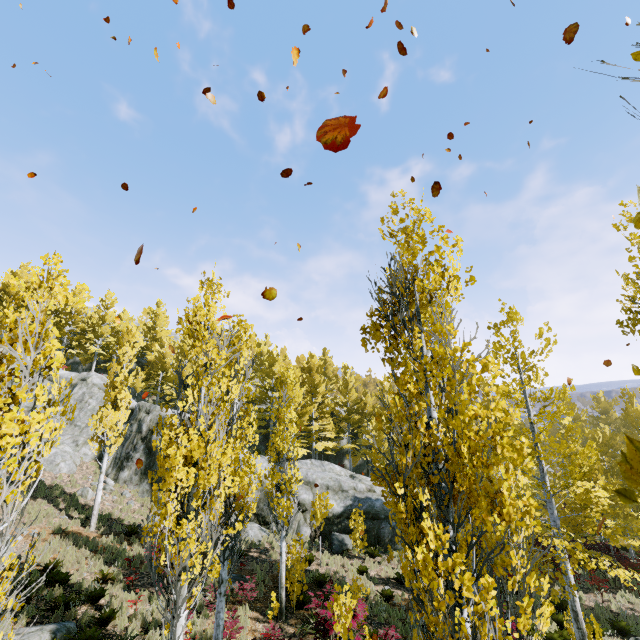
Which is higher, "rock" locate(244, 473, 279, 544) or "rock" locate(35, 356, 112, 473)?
"rock" locate(35, 356, 112, 473)

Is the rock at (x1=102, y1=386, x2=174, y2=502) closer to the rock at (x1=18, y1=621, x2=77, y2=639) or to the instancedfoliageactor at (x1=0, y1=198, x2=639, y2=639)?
the instancedfoliageactor at (x1=0, y1=198, x2=639, y2=639)

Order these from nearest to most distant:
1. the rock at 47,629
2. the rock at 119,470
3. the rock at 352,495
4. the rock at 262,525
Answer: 1. the rock at 47,629
2. the rock at 262,525
3. the rock at 352,495
4. the rock at 119,470

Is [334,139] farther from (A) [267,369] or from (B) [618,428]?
(B) [618,428]

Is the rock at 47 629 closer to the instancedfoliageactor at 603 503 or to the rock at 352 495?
the instancedfoliageactor at 603 503

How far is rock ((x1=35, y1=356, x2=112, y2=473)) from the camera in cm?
2117

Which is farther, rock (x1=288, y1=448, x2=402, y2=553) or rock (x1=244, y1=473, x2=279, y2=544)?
rock (x1=288, y1=448, x2=402, y2=553)

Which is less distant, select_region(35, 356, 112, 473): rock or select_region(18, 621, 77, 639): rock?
select_region(18, 621, 77, 639): rock
